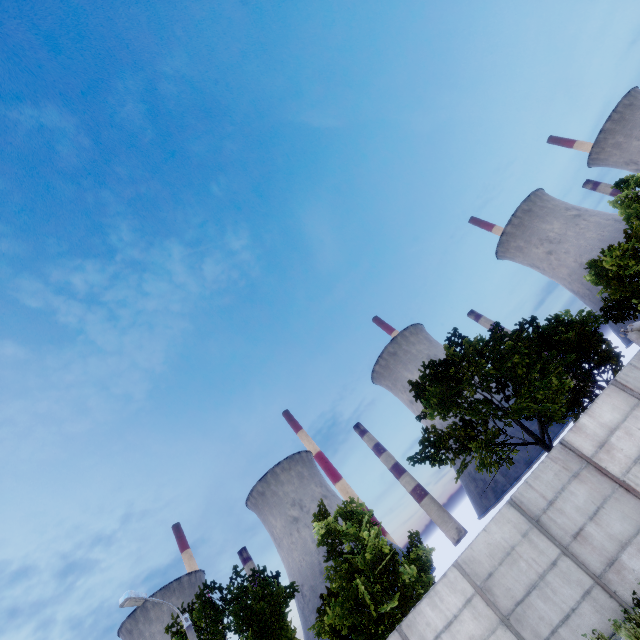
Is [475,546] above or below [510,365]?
below

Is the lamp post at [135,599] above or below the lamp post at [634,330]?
above

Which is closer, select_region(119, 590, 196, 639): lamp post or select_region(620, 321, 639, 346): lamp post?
select_region(119, 590, 196, 639): lamp post

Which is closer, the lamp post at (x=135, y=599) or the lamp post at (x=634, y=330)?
the lamp post at (x=135, y=599)

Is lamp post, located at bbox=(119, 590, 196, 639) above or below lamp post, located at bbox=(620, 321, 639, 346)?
above
